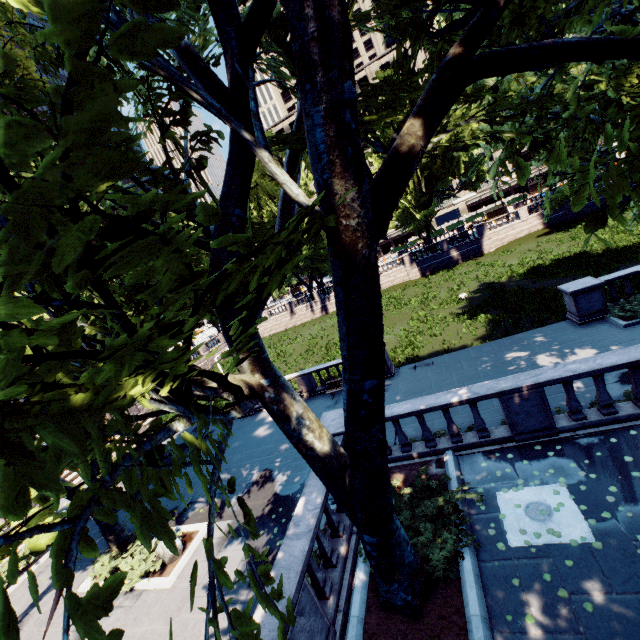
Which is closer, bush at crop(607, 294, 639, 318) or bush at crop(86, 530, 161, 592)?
bush at crop(86, 530, 161, 592)

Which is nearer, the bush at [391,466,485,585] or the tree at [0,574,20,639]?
the tree at [0,574,20,639]

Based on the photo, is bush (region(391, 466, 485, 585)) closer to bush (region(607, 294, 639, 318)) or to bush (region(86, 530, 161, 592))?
bush (region(86, 530, 161, 592))

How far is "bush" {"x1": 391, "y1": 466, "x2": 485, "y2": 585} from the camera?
6.1m

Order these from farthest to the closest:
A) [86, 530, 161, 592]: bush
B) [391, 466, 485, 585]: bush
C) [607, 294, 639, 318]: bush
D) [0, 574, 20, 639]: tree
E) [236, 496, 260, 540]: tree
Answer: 1. [607, 294, 639, 318]: bush
2. [86, 530, 161, 592]: bush
3. [391, 466, 485, 585]: bush
4. [236, 496, 260, 540]: tree
5. [0, 574, 20, 639]: tree

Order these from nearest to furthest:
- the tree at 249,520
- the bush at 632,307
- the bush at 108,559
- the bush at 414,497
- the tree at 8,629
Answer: the tree at 8,629 < the tree at 249,520 < the bush at 414,497 < the bush at 108,559 < the bush at 632,307

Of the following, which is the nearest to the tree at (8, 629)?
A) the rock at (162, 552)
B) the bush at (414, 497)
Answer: the bush at (414, 497)

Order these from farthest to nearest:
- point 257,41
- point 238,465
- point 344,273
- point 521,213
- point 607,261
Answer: point 521,213 < point 607,261 < point 238,465 < point 257,41 < point 344,273
